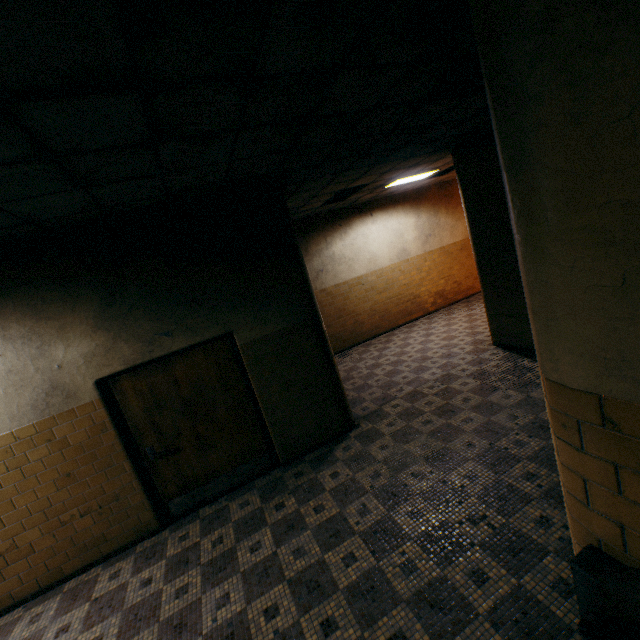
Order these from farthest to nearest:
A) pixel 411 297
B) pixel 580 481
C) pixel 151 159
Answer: pixel 411 297, pixel 151 159, pixel 580 481

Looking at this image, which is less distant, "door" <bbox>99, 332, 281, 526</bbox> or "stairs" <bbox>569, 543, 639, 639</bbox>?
"stairs" <bbox>569, 543, 639, 639</bbox>

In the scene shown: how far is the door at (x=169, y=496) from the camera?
4.1 meters

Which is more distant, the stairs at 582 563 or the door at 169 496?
the door at 169 496

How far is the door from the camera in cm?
414
